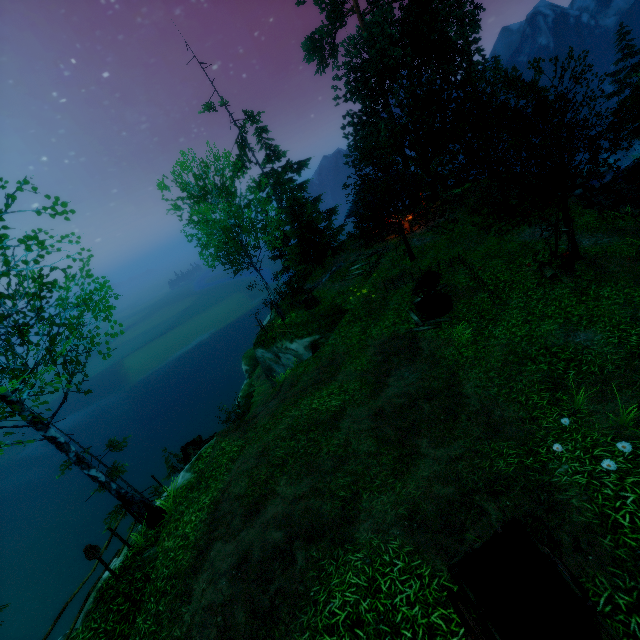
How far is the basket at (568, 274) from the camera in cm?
1188

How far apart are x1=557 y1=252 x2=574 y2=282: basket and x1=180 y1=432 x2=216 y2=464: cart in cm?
1737

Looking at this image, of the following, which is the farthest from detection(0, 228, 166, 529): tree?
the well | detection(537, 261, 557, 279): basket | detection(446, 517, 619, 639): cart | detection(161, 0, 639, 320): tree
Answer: detection(537, 261, 557, 279): basket

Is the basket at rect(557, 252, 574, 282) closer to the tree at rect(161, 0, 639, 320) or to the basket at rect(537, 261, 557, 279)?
the basket at rect(537, 261, 557, 279)

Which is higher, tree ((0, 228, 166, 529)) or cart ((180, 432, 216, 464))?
tree ((0, 228, 166, 529))

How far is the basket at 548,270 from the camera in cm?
1251

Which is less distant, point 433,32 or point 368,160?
point 368,160

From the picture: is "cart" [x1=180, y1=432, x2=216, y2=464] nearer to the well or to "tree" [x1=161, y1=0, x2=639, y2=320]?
"tree" [x1=161, y1=0, x2=639, y2=320]
